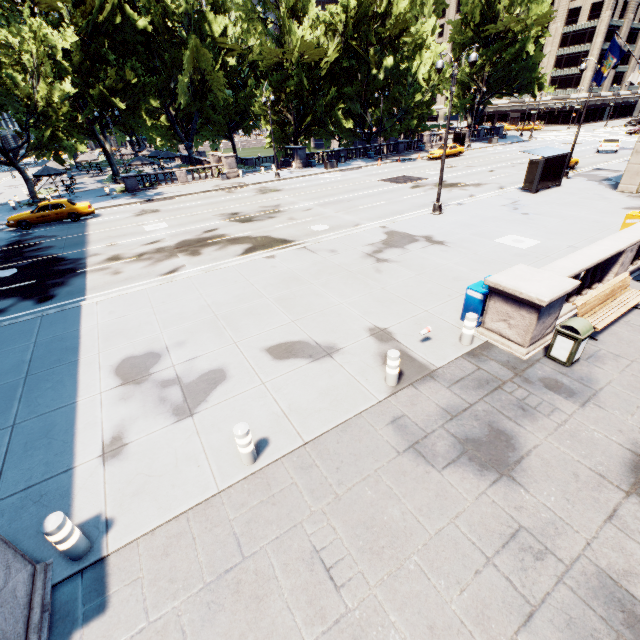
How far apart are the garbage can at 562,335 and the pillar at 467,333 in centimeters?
162cm

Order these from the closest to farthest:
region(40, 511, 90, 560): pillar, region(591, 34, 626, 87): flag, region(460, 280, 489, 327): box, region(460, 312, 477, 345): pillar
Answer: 1. region(40, 511, 90, 560): pillar
2. region(460, 312, 477, 345): pillar
3. region(460, 280, 489, 327): box
4. region(591, 34, 626, 87): flag

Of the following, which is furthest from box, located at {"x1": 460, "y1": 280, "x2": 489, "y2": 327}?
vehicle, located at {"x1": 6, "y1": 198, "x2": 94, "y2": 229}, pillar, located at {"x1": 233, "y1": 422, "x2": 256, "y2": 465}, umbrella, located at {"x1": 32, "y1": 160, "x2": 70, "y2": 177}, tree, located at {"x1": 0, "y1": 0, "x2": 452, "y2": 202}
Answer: umbrella, located at {"x1": 32, "y1": 160, "x2": 70, "y2": 177}

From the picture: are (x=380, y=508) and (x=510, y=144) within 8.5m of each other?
no

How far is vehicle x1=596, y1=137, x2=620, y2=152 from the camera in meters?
34.9 m

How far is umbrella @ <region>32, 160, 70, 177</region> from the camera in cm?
3131

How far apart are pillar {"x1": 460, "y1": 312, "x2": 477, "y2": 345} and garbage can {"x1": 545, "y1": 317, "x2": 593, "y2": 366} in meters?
1.6

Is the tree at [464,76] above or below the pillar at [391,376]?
above
